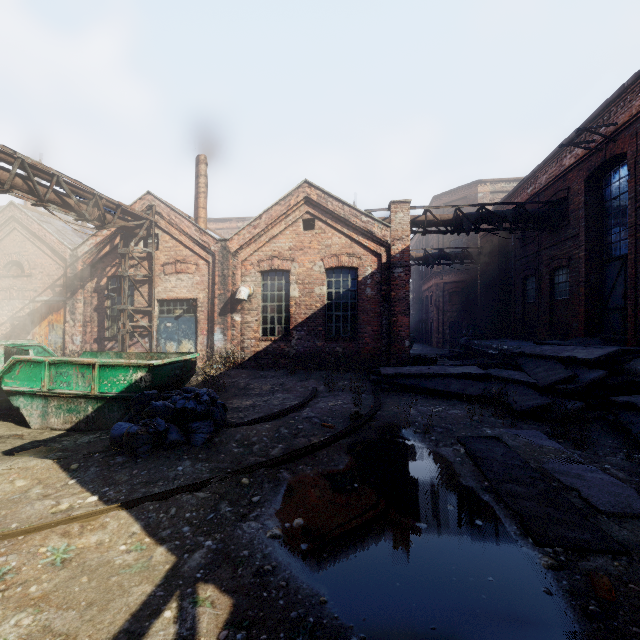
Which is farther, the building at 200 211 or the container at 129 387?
the building at 200 211

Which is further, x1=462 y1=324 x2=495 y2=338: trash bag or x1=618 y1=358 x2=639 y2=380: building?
x1=462 y1=324 x2=495 y2=338: trash bag

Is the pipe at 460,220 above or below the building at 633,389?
above

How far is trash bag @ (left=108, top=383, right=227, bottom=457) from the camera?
4.8m

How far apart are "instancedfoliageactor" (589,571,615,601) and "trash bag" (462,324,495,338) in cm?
1786

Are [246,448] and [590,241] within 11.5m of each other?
no

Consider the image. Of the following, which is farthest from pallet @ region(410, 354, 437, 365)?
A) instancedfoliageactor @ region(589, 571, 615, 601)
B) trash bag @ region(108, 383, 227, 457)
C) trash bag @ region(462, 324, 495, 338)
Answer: instancedfoliageactor @ region(589, 571, 615, 601)

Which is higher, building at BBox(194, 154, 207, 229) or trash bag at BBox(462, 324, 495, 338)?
building at BBox(194, 154, 207, 229)
